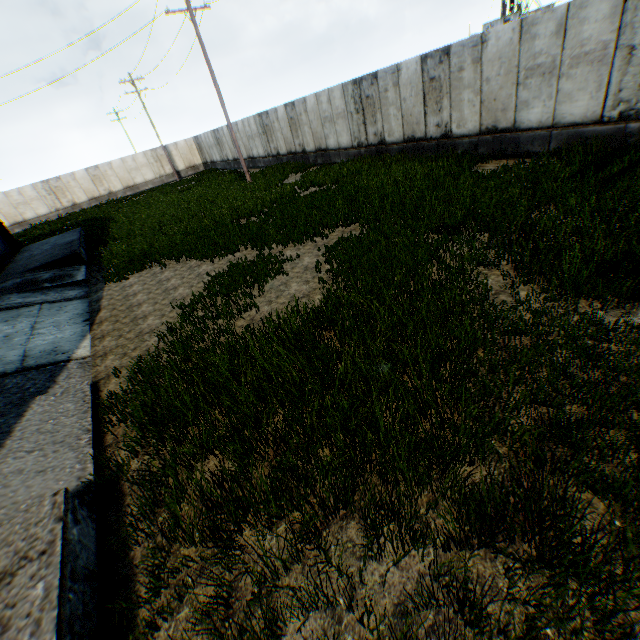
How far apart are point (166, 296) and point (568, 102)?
12.9m
